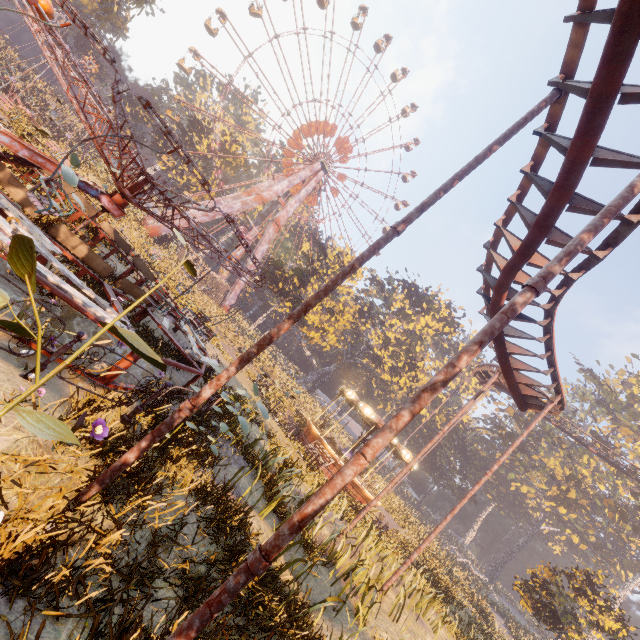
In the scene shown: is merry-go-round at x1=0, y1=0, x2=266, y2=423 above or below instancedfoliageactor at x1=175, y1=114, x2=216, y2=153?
below

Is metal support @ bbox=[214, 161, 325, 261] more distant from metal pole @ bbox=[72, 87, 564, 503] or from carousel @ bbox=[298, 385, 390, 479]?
metal pole @ bbox=[72, 87, 564, 503]

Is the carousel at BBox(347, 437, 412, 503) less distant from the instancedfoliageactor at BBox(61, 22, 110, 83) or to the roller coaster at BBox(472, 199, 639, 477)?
the roller coaster at BBox(472, 199, 639, 477)

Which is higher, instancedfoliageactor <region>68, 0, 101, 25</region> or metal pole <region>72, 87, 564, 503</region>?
instancedfoliageactor <region>68, 0, 101, 25</region>

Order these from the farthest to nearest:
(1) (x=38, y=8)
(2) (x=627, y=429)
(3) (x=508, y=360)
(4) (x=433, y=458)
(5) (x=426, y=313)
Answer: (4) (x=433, y=458) → (5) (x=426, y=313) → (2) (x=627, y=429) → (3) (x=508, y=360) → (1) (x=38, y=8)

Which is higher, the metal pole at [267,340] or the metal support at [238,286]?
the metal support at [238,286]

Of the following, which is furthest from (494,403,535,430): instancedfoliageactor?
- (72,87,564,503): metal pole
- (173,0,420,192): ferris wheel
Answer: (72,87,564,503): metal pole

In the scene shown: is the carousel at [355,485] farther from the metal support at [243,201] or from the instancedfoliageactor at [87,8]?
the instancedfoliageactor at [87,8]
